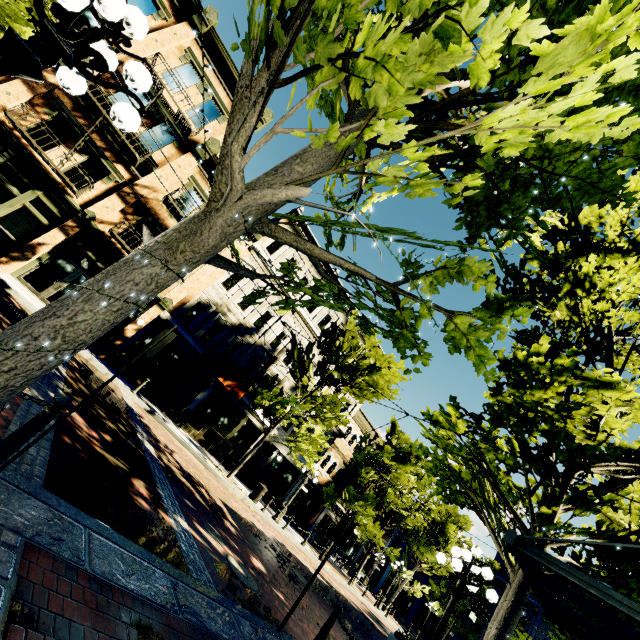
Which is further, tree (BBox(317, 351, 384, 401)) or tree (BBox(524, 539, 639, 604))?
tree (BBox(317, 351, 384, 401))

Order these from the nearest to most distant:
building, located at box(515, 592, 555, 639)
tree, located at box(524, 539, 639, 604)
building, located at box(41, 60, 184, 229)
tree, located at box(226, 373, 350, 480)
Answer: tree, located at box(524, 539, 639, 604) < building, located at box(41, 60, 184, 229) < tree, located at box(226, 373, 350, 480) < building, located at box(515, 592, 555, 639)

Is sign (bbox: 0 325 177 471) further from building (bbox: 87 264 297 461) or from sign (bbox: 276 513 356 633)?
building (bbox: 87 264 297 461)

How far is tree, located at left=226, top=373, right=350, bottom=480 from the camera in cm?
1620

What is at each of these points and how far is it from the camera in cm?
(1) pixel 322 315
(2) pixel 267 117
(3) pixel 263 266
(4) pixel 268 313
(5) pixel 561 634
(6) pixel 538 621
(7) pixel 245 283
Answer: (1) building, 2384
(2) building, 1864
(3) building, 2044
(4) building, 2119
(5) tree, 1301
(6) building, 3316
(7) building, 2008

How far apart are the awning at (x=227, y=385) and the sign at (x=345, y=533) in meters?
10.8

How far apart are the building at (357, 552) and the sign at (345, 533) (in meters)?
51.53

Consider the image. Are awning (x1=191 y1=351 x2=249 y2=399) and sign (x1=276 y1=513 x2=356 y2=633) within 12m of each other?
yes
